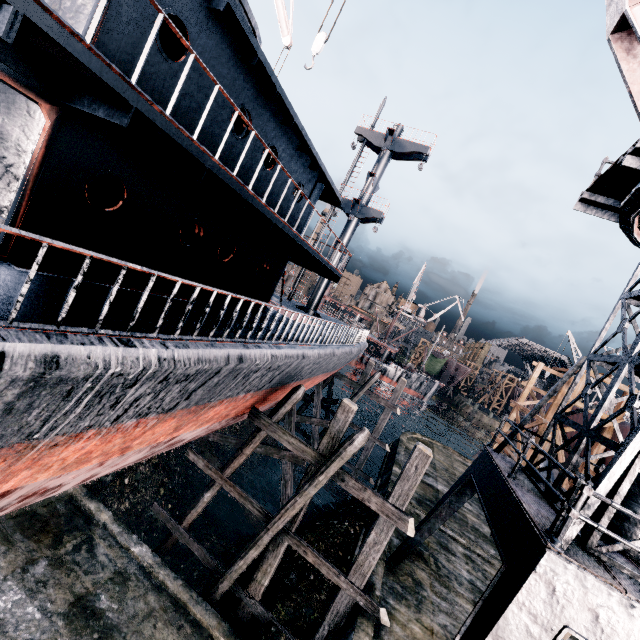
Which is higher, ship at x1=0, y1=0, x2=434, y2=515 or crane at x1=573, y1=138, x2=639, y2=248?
crane at x1=573, y1=138, x2=639, y2=248

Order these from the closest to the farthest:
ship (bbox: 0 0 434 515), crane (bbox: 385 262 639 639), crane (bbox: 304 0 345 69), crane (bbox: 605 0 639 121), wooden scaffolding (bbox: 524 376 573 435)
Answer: ship (bbox: 0 0 434 515), crane (bbox: 385 262 639 639), crane (bbox: 605 0 639 121), crane (bbox: 304 0 345 69), wooden scaffolding (bbox: 524 376 573 435)

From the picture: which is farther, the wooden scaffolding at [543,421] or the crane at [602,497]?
the wooden scaffolding at [543,421]

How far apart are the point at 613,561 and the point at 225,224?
11.6 meters

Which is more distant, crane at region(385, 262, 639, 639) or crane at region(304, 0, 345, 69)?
crane at region(304, 0, 345, 69)

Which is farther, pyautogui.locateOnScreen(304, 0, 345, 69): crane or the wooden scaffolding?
the wooden scaffolding

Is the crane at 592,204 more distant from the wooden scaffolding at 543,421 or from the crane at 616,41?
the wooden scaffolding at 543,421
